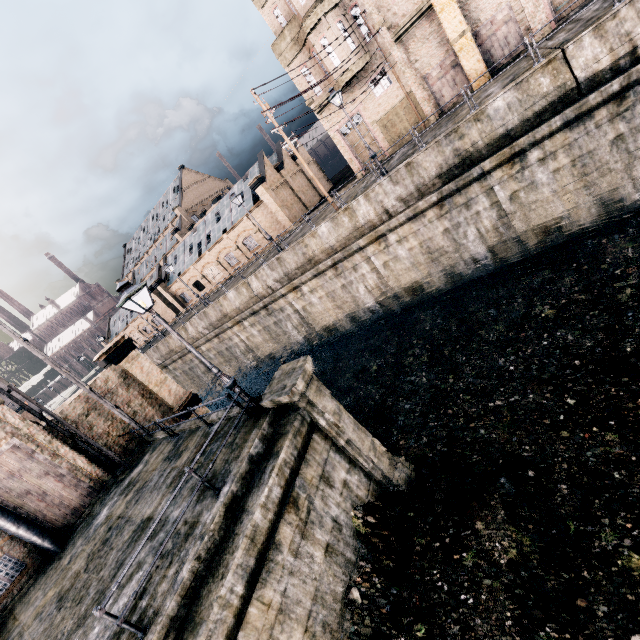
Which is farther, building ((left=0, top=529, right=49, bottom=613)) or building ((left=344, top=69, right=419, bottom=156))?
building ((left=344, top=69, right=419, bottom=156))

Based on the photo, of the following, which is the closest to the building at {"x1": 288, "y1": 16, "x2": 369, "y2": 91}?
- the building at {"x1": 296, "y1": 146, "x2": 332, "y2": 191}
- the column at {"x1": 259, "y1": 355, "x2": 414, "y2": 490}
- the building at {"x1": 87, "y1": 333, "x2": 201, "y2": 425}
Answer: the building at {"x1": 296, "y1": 146, "x2": 332, "y2": 191}

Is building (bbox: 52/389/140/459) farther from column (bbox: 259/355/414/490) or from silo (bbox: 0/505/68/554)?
column (bbox: 259/355/414/490)

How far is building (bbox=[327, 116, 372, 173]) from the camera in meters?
28.3

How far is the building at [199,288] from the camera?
37.78m

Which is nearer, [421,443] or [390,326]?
[421,443]

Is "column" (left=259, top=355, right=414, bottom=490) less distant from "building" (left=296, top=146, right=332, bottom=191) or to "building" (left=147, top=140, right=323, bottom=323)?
"building" (left=147, top=140, right=323, bottom=323)

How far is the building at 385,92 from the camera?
25.6 meters
